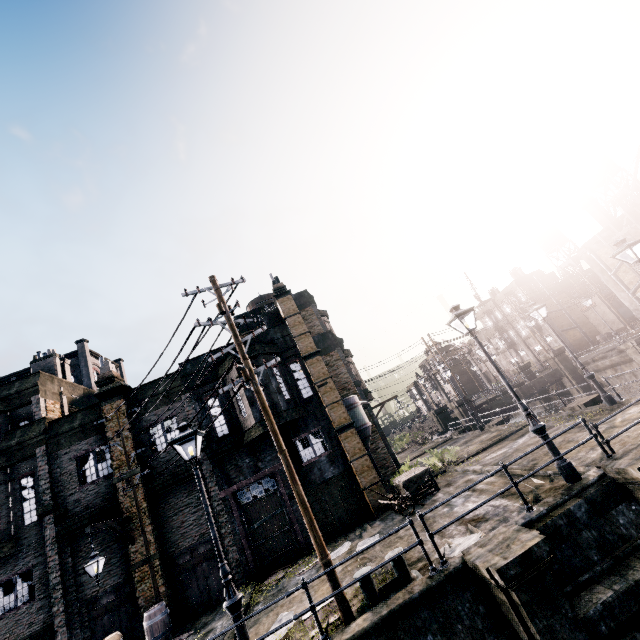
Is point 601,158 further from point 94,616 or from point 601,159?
point 94,616

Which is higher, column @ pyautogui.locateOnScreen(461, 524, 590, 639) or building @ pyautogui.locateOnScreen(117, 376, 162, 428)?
building @ pyautogui.locateOnScreen(117, 376, 162, 428)

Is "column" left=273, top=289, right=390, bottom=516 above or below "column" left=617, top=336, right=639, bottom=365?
above

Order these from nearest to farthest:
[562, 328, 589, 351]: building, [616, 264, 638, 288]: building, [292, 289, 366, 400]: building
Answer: [292, 289, 366, 400]: building < [616, 264, 638, 288]: building < [562, 328, 589, 351]: building

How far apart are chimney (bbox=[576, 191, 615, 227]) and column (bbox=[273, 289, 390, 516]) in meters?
40.2

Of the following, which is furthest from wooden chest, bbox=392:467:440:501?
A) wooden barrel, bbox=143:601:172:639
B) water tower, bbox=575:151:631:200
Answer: water tower, bbox=575:151:631:200

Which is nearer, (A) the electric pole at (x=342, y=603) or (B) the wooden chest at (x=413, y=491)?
(A) the electric pole at (x=342, y=603)

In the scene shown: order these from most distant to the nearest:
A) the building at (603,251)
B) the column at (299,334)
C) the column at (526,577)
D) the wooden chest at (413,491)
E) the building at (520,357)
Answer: the building at (520,357) → the building at (603,251) → the column at (299,334) → the wooden chest at (413,491) → the column at (526,577)
